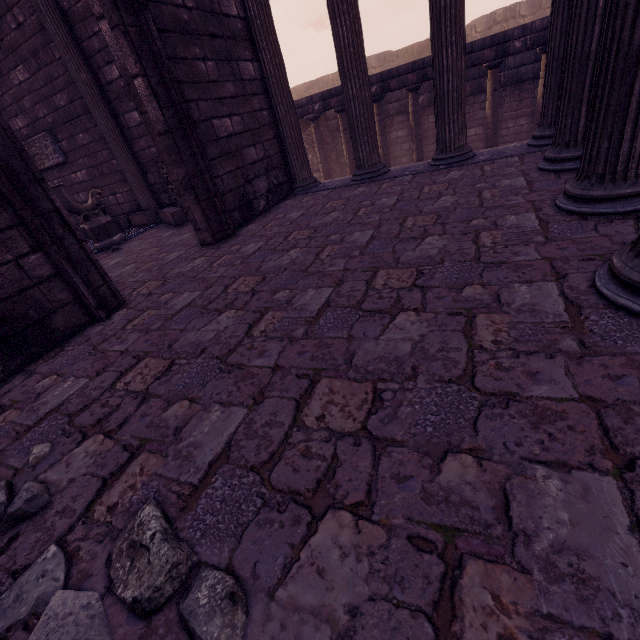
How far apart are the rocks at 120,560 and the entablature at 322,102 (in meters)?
11.35

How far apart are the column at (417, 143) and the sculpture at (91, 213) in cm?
857

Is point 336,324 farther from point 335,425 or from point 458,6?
point 458,6

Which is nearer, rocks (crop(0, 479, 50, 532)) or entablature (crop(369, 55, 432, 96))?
rocks (crop(0, 479, 50, 532))

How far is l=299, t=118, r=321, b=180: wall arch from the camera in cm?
1302

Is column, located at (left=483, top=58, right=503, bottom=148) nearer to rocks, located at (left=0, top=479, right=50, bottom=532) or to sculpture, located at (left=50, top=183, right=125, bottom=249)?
sculpture, located at (left=50, top=183, right=125, bottom=249)

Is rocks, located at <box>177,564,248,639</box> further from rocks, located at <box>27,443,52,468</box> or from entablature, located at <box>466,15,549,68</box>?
entablature, located at <box>466,15,549,68</box>

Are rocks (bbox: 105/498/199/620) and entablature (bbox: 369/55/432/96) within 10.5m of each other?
no
